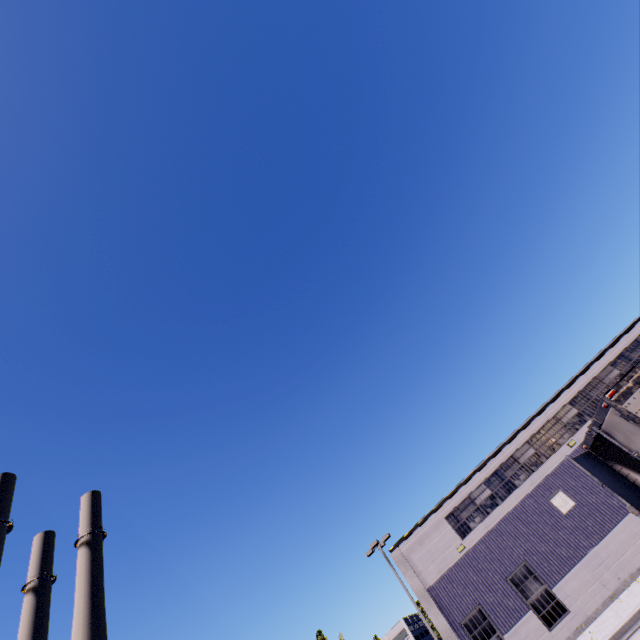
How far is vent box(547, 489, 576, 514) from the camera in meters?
18.4

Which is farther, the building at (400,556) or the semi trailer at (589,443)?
the building at (400,556)

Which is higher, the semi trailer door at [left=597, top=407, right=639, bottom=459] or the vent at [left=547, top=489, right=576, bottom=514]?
the vent at [left=547, top=489, right=576, bottom=514]

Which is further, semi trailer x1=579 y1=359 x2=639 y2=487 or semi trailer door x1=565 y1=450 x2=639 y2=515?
semi trailer door x1=565 y1=450 x2=639 y2=515

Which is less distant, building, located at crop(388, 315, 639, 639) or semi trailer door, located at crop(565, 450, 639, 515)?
semi trailer door, located at crop(565, 450, 639, 515)

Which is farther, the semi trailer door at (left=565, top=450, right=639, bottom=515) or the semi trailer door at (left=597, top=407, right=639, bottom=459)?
the semi trailer door at (left=565, top=450, right=639, bottom=515)

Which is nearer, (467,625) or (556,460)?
(467,625)

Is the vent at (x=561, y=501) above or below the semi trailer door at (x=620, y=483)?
above
